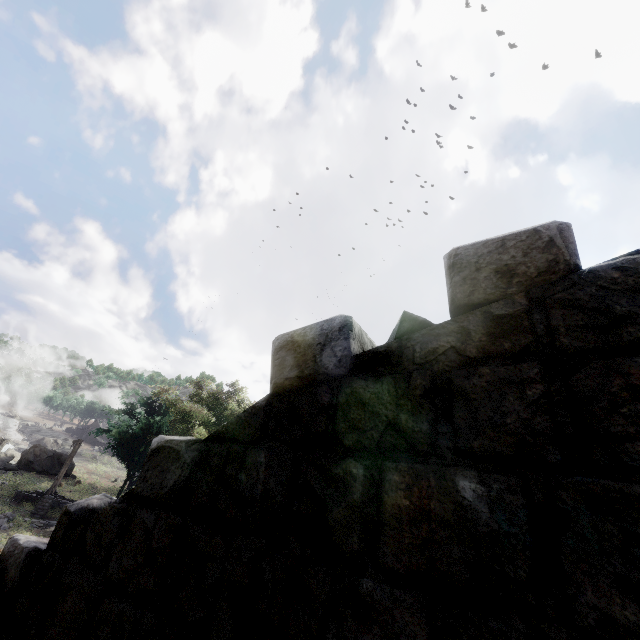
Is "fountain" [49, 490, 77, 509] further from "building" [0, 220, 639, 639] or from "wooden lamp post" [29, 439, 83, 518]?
"building" [0, 220, 639, 639]

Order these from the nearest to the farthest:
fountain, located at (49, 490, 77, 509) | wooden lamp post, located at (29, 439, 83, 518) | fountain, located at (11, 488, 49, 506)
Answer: wooden lamp post, located at (29, 439, 83, 518)
fountain, located at (11, 488, 49, 506)
fountain, located at (49, 490, 77, 509)

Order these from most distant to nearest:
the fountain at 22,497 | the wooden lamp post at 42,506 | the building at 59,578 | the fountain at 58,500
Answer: the fountain at 58,500 → the fountain at 22,497 → the wooden lamp post at 42,506 → the building at 59,578

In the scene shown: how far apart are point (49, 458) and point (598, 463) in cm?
5163

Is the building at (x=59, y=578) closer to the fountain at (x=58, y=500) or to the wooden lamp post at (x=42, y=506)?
the wooden lamp post at (x=42, y=506)

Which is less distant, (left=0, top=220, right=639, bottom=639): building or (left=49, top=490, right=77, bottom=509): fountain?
(left=0, top=220, right=639, bottom=639): building

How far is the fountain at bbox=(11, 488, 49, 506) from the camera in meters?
22.1
